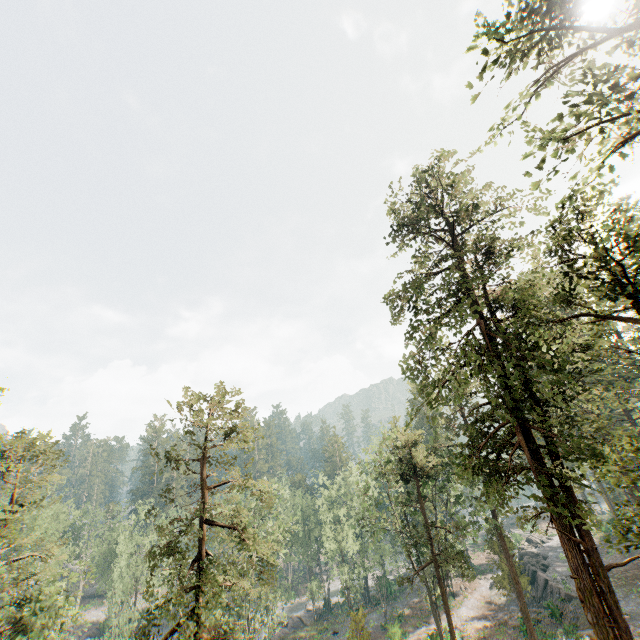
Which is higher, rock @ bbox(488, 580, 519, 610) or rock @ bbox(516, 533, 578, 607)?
rock @ bbox(516, 533, 578, 607)

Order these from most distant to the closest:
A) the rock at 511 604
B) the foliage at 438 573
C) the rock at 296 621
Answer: the rock at 296 621 → the rock at 511 604 → the foliage at 438 573

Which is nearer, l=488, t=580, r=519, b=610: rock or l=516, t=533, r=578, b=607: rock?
l=516, t=533, r=578, b=607: rock

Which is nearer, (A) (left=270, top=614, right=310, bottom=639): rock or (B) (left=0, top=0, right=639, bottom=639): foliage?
(B) (left=0, top=0, right=639, bottom=639): foliage

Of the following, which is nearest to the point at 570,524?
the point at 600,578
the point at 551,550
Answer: the point at 600,578

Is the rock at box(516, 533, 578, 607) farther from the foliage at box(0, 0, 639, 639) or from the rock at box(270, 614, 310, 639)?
the rock at box(270, 614, 310, 639)

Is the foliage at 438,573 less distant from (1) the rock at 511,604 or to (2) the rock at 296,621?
(2) the rock at 296,621
